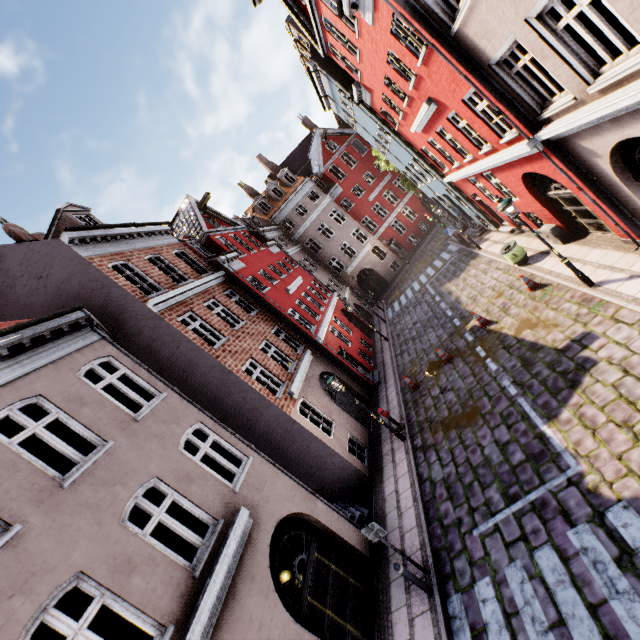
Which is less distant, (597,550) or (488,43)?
(597,550)

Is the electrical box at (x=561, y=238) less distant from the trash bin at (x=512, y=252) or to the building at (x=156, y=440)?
the building at (x=156, y=440)

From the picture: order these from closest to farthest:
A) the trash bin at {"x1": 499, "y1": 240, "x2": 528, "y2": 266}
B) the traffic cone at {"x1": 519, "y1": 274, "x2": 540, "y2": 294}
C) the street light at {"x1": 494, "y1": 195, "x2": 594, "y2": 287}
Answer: the street light at {"x1": 494, "y1": 195, "x2": 594, "y2": 287} → the traffic cone at {"x1": 519, "y1": 274, "x2": 540, "y2": 294} → the trash bin at {"x1": 499, "y1": 240, "x2": 528, "y2": 266}

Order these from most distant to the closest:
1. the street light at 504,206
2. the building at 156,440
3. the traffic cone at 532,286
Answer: the traffic cone at 532,286 < the street light at 504,206 < the building at 156,440

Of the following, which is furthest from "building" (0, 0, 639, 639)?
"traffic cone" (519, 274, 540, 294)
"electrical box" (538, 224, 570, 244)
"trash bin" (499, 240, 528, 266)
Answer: "traffic cone" (519, 274, 540, 294)

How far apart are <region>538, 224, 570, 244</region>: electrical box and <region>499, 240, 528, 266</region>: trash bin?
0.9m

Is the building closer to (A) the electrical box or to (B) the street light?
(A) the electrical box

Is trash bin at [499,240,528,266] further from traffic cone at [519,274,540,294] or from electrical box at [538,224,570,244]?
traffic cone at [519,274,540,294]
